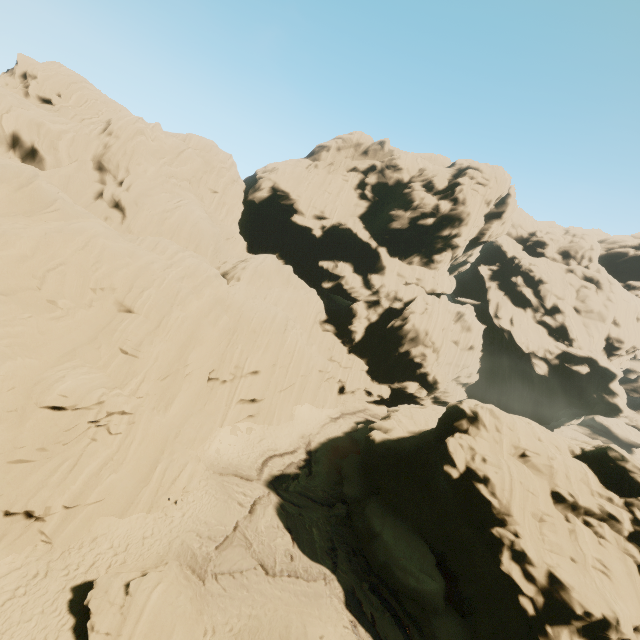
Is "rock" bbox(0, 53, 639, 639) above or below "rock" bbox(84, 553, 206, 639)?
above

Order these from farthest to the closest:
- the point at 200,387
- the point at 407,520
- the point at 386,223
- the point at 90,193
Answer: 1. the point at 386,223
2. the point at 90,193
3. the point at 200,387
4. the point at 407,520

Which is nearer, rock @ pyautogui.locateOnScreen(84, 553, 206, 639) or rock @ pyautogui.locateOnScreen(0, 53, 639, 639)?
rock @ pyautogui.locateOnScreen(84, 553, 206, 639)

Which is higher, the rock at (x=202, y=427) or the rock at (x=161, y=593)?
the rock at (x=202, y=427)

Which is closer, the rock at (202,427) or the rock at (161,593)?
the rock at (161,593)
